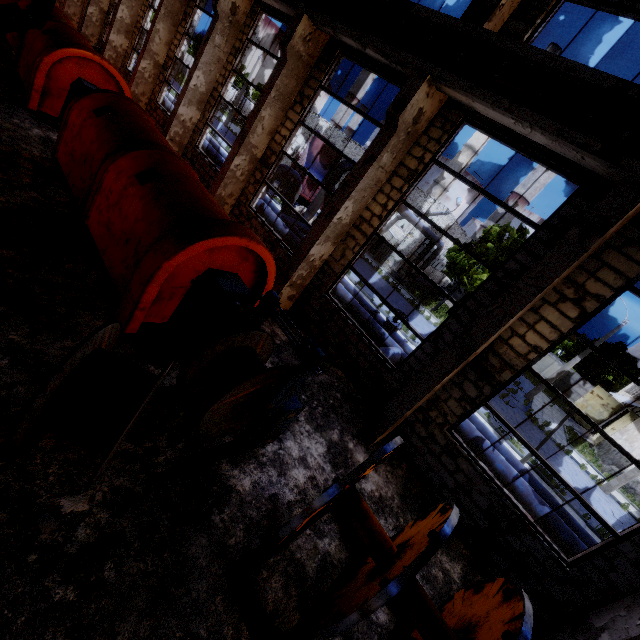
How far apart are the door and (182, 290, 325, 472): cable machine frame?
39.1m

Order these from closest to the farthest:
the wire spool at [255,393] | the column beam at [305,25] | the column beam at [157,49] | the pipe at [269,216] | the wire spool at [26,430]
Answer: the wire spool at [26,430] → the wire spool at [255,393] → the column beam at [305,25] → the column beam at [157,49] → the pipe at [269,216]

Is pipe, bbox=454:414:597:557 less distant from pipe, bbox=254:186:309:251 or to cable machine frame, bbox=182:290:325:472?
pipe, bbox=254:186:309:251

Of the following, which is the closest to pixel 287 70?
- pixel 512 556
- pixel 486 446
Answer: pixel 486 446

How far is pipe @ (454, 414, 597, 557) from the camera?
8.2 meters

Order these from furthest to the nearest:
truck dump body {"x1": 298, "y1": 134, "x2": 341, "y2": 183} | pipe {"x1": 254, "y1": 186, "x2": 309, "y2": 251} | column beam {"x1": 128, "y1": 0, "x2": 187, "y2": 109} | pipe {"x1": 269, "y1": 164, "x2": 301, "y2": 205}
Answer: truck dump body {"x1": 298, "y1": 134, "x2": 341, "y2": 183} → pipe {"x1": 269, "y1": 164, "x2": 301, "y2": 205} → pipe {"x1": 254, "y1": 186, "x2": 309, "y2": 251} → column beam {"x1": 128, "y1": 0, "x2": 187, "y2": 109}

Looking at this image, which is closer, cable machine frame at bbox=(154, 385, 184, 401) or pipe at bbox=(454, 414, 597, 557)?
cable machine frame at bbox=(154, 385, 184, 401)

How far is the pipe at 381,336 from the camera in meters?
10.7
